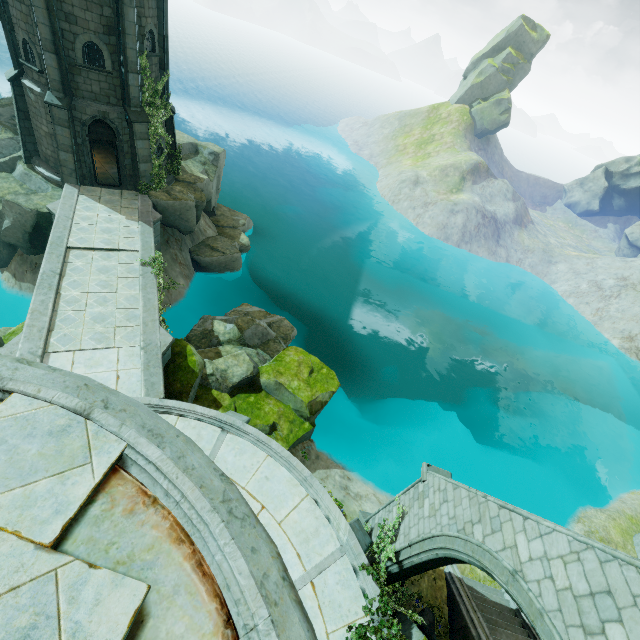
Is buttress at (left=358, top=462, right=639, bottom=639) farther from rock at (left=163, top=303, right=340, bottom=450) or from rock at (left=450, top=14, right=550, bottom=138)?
rock at (left=450, top=14, right=550, bottom=138)

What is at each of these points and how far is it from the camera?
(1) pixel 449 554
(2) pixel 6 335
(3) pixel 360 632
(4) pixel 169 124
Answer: (1) buttress, 7.62m
(2) rock, 12.49m
(3) plant, 7.79m
(4) building, 20.11m

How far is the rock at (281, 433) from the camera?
13.4 meters

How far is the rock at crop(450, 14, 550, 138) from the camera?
53.3 meters

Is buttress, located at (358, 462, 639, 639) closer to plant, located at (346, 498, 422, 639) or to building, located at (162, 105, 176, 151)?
plant, located at (346, 498, 422, 639)

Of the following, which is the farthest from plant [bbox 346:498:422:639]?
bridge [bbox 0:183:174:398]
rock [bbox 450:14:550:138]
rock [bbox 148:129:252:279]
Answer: rock [bbox 450:14:550:138]

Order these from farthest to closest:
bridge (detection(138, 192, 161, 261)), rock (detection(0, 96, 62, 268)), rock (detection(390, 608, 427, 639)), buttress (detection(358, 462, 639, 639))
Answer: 1. rock (detection(0, 96, 62, 268))
2. bridge (detection(138, 192, 161, 261))
3. rock (detection(390, 608, 427, 639))
4. buttress (detection(358, 462, 639, 639))

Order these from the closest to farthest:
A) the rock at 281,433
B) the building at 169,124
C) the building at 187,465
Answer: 1. the building at 187,465
2. the rock at 281,433
3. the building at 169,124
